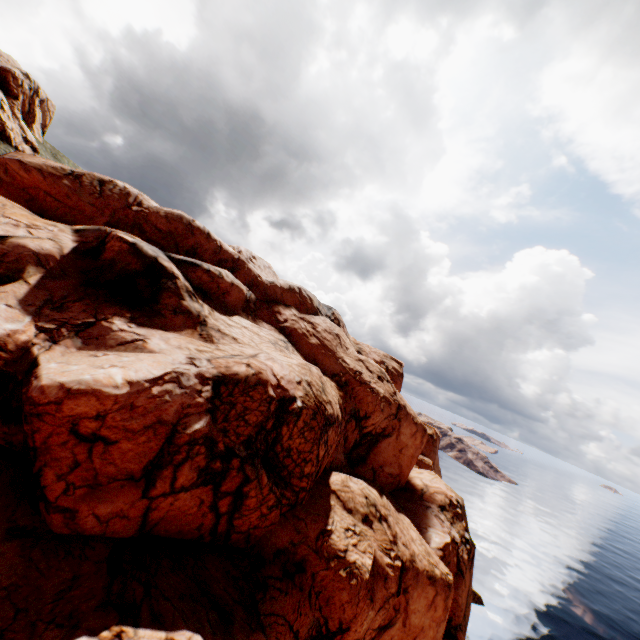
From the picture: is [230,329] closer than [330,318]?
Yes
